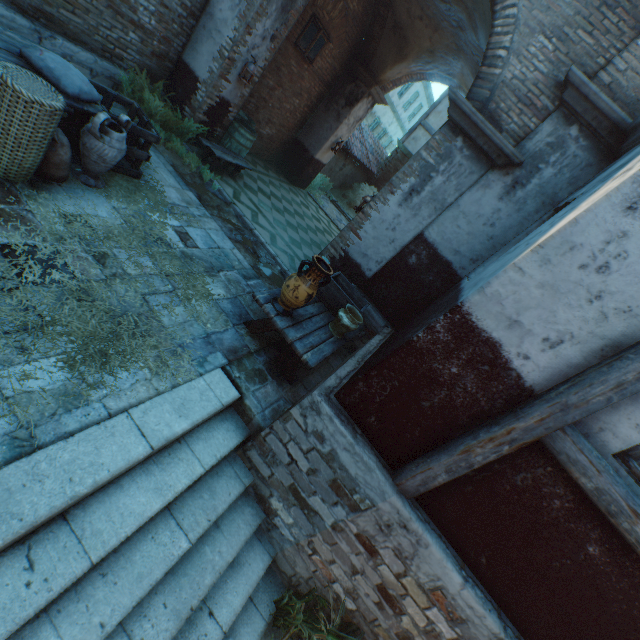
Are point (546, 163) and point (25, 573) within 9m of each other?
yes

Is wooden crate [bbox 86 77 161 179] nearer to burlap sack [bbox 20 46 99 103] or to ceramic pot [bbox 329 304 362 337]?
burlap sack [bbox 20 46 99 103]

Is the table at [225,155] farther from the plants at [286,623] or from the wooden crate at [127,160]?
the plants at [286,623]

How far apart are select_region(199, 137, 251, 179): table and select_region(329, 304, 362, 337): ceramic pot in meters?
4.6

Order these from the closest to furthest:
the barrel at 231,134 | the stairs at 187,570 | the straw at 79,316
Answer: the stairs at 187,570 → the straw at 79,316 → the barrel at 231,134

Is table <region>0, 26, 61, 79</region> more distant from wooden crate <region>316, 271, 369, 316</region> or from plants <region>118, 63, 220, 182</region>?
wooden crate <region>316, 271, 369, 316</region>

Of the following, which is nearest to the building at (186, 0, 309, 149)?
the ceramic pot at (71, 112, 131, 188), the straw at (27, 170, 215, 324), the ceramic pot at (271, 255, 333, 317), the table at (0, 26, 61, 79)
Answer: the straw at (27, 170, 215, 324)

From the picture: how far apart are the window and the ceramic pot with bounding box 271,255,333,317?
7.5m
